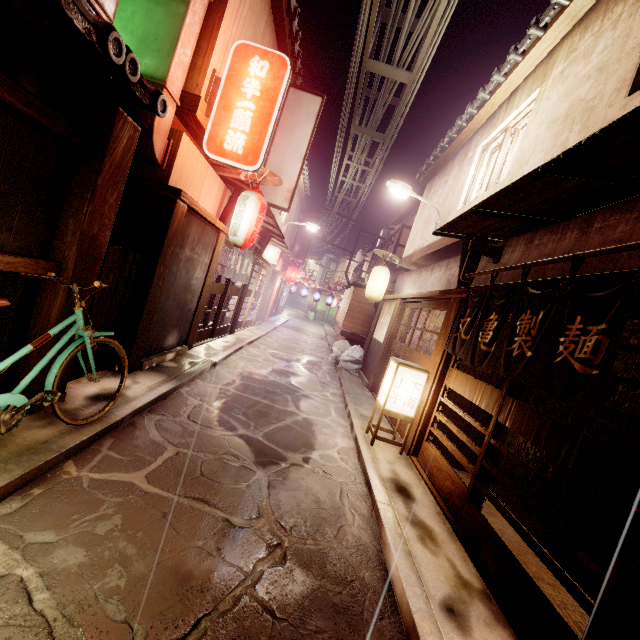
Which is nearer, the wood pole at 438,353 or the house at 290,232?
the wood pole at 438,353

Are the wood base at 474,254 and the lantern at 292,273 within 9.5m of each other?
no

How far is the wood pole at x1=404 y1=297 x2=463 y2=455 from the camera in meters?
9.8

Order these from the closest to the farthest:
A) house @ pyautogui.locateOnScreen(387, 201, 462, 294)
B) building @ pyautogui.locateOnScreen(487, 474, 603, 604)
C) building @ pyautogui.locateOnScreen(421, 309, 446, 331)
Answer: building @ pyautogui.locateOnScreen(487, 474, 603, 604) < house @ pyautogui.locateOnScreen(387, 201, 462, 294) < building @ pyautogui.locateOnScreen(421, 309, 446, 331)

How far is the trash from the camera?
20.58m

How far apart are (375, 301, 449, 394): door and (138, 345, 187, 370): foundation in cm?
871

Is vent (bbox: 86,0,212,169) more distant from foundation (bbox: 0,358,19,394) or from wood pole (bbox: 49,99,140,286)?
foundation (bbox: 0,358,19,394)

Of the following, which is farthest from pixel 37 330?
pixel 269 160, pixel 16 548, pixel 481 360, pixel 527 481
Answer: pixel 527 481
